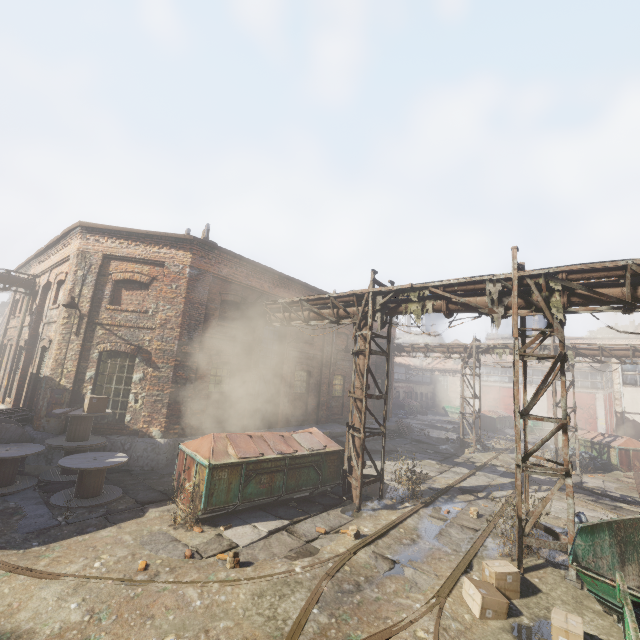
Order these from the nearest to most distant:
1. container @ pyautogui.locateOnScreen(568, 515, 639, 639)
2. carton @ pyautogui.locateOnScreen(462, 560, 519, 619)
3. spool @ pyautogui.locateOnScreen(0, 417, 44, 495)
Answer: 1. container @ pyautogui.locateOnScreen(568, 515, 639, 639)
2. carton @ pyautogui.locateOnScreen(462, 560, 519, 619)
3. spool @ pyautogui.locateOnScreen(0, 417, 44, 495)

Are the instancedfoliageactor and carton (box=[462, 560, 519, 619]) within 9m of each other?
yes

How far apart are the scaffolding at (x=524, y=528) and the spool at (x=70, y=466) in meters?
9.4

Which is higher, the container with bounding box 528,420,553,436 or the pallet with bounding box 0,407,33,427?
the pallet with bounding box 0,407,33,427

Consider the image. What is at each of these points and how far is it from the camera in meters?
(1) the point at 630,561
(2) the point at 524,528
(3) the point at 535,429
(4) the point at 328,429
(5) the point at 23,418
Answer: (1) container, 6.3 m
(2) scaffolding, 6.6 m
(3) container, 28.9 m
(4) building, 16.7 m
(5) pallet, 11.7 m

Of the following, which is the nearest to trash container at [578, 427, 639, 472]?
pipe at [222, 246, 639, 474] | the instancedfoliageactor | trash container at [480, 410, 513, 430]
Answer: pipe at [222, 246, 639, 474]

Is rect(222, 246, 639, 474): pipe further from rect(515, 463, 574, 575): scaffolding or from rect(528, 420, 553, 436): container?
rect(528, 420, 553, 436): container

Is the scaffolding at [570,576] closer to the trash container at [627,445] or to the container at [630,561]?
the container at [630,561]
